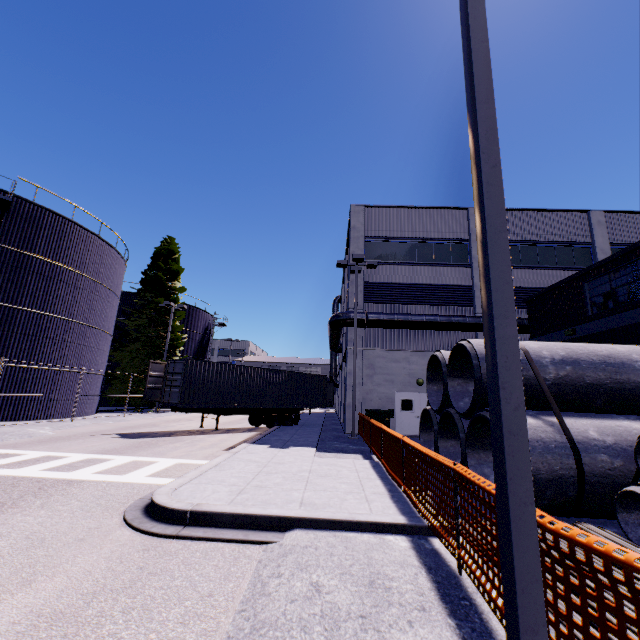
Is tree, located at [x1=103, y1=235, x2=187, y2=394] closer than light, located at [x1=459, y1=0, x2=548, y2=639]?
No

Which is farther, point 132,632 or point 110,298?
point 110,298

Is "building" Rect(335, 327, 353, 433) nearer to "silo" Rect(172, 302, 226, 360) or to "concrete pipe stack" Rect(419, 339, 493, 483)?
"concrete pipe stack" Rect(419, 339, 493, 483)

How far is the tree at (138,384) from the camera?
29.4 meters

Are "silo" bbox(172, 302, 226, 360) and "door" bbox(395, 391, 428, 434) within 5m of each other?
no

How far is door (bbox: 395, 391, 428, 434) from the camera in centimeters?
1898cm

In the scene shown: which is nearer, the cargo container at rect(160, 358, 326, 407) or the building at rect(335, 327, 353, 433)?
the cargo container at rect(160, 358, 326, 407)

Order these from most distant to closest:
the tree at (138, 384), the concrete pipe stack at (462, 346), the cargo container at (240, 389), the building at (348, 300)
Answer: the tree at (138, 384) < the building at (348, 300) < the cargo container at (240, 389) < the concrete pipe stack at (462, 346)
